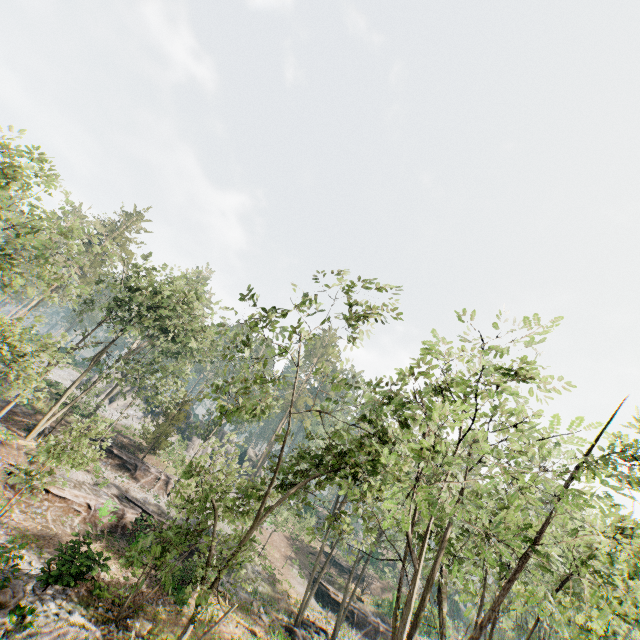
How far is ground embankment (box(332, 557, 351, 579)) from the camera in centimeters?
4706cm

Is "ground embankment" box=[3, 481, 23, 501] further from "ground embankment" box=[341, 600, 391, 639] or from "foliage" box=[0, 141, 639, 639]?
"foliage" box=[0, 141, 639, 639]

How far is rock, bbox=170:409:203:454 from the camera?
52.2m

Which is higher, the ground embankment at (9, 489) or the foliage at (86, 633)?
the ground embankment at (9, 489)

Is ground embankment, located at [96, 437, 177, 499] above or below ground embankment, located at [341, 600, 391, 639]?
above

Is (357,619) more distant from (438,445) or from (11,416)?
(11,416)

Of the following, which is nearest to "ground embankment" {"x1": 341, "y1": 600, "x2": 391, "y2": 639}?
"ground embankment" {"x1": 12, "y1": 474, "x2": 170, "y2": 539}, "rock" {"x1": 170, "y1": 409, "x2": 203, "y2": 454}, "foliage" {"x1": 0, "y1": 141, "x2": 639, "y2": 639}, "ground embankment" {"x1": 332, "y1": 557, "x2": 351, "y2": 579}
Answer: "ground embankment" {"x1": 12, "y1": 474, "x2": 170, "y2": 539}

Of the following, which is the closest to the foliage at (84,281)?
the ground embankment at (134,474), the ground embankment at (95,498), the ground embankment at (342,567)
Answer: the ground embankment at (134,474)
